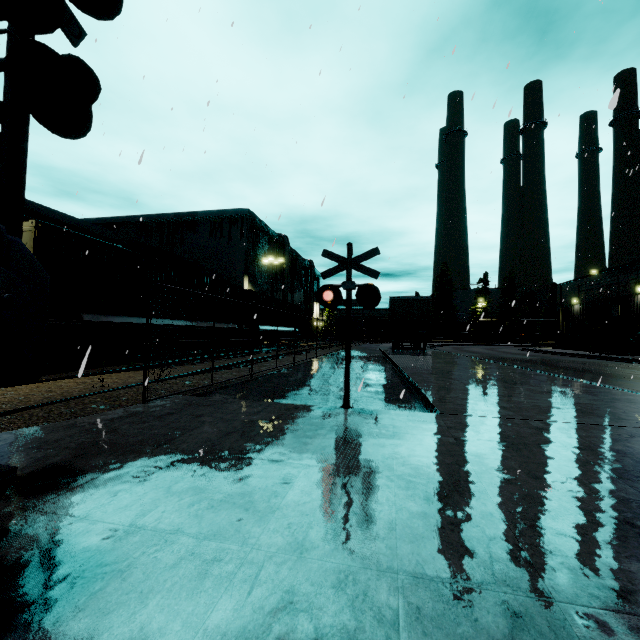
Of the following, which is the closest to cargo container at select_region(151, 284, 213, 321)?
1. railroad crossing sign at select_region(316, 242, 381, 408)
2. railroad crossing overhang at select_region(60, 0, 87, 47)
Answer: railroad crossing overhang at select_region(60, 0, 87, 47)

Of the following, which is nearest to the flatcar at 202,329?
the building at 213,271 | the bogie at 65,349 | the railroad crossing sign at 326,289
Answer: the bogie at 65,349

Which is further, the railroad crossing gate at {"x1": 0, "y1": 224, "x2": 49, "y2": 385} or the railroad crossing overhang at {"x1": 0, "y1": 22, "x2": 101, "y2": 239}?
the railroad crossing overhang at {"x1": 0, "y1": 22, "x2": 101, "y2": 239}

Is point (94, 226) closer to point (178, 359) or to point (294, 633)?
point (178, 359)

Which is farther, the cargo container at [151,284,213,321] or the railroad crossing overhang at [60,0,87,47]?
the cargo container at [151,284,213,321]

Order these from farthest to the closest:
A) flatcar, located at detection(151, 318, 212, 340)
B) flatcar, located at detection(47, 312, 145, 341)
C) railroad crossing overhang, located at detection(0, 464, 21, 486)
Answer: flatcar, located at detection(151, 318, 212, 340)
flatcar, located at detection(47, 312, 145, 341)
railroad crossing overhang, located at detection(0, 464, 21, 486)

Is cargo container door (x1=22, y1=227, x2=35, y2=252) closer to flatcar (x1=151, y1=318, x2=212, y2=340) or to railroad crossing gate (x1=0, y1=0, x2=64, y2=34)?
flatcar (x1=151, y1=318, x2=212, y2=340)

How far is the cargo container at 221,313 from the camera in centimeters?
1777cm
